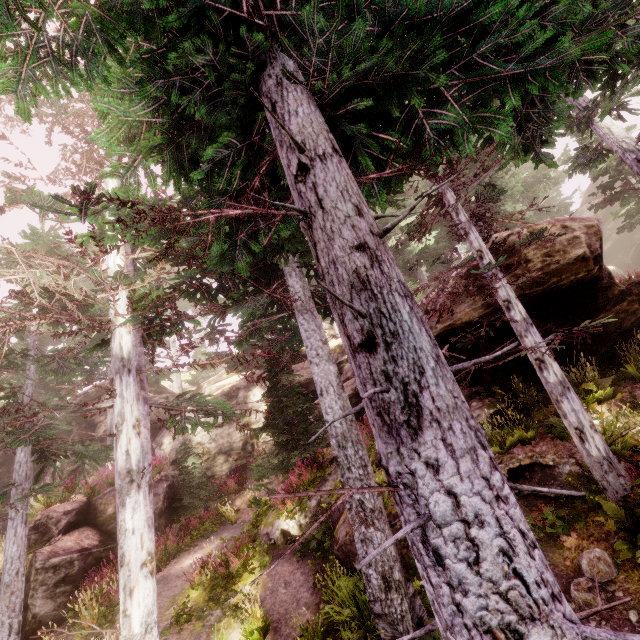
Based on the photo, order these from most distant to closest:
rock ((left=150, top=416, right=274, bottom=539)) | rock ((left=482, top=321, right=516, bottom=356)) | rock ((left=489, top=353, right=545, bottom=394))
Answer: rock ((left=150, top=416, right=274, bottom=539)) → rock ((left=489, top=353, right=545, bottom=394)) → rock ((left=482, top=321, right=516, bottom=356))

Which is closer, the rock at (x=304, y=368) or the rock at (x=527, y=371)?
the rock at (x=527, y=371)

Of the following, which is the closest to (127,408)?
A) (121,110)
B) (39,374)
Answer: (121,110)

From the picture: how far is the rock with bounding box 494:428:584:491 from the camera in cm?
786

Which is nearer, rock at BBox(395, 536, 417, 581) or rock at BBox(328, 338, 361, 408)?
rock at BBox(395, 536, 417, 581)

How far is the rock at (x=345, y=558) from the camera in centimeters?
769cm

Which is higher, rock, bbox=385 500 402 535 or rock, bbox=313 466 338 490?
rock, bbox=313 466 338 490
